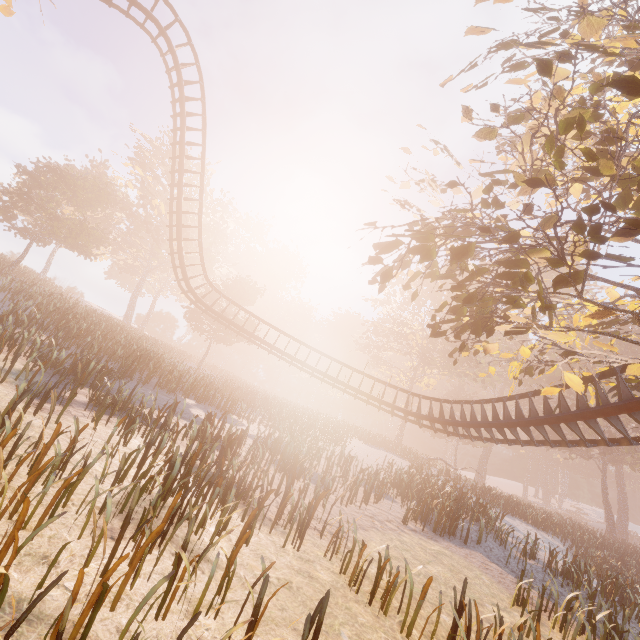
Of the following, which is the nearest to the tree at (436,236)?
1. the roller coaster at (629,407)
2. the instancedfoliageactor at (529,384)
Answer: the roller coaster at (629,407)

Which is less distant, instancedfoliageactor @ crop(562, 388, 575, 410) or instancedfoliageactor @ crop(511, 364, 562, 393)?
instancedfoliageactor @ crop(562, 388, 575, 410)

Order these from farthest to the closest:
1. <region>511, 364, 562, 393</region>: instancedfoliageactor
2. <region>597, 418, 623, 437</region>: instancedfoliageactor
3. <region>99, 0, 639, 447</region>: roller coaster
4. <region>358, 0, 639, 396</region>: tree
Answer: <region>511, 364, 562, 393</region>: instancedfoliageactor, <region>597, 418, 623, 437</region>: instancedfoliageactor, <region>99, 0, 639, 447</region>: roller coaster, <region>358, 0, 639, 396</region>: tree

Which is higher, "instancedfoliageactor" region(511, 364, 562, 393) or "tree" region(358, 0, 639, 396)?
"instancedfoliageactor" region(511, 364, 562, 393)

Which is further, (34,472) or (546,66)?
(34,472)

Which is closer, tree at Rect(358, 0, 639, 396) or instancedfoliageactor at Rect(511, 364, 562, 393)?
tree at Rect(358, 0, 639, 396)

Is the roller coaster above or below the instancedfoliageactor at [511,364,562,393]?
below

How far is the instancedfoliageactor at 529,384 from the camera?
41.38m
